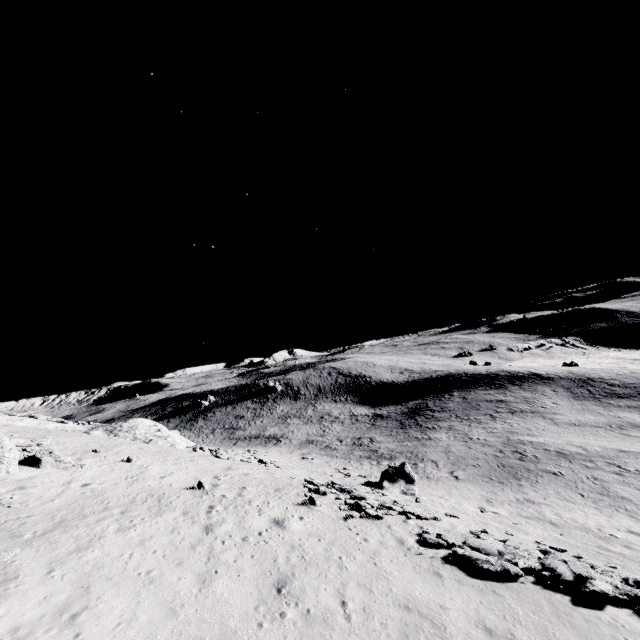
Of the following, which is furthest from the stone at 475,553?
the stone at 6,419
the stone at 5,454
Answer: the stone at 6,419

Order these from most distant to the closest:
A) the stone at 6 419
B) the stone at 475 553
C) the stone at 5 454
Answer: the stone at 6 419 < the stone at 5 454 < the stone at 475 553

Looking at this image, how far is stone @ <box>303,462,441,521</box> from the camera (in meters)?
18.00

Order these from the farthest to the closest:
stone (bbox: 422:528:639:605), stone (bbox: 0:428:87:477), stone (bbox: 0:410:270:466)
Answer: stone (bbox: 0:410:270:466) → stone (bbox: 0:428:87:477) → stone (bbox: 422:528:639:605)

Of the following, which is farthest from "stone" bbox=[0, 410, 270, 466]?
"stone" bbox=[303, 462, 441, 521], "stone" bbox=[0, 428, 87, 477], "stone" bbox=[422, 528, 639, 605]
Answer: "stone" bbox=[422, 528, 639, 605]

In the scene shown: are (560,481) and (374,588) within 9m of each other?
no

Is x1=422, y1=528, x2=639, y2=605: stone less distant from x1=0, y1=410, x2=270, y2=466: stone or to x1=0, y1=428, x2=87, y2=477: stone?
x1=0, y1=428, x2=87, y2=477: stone
